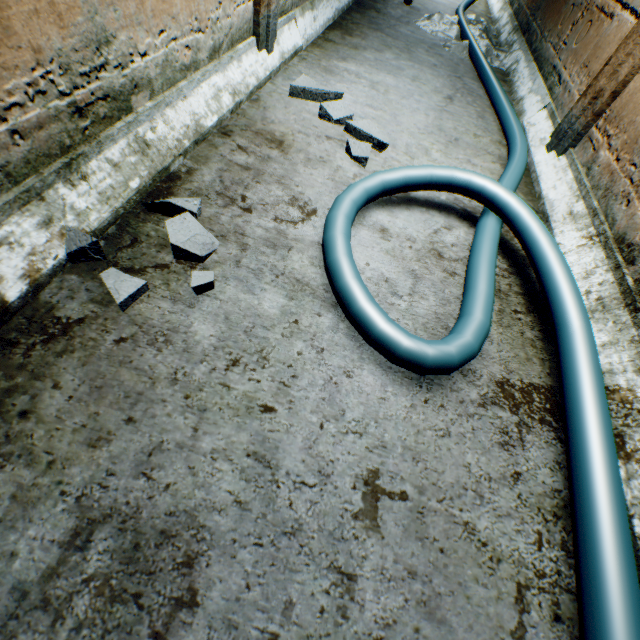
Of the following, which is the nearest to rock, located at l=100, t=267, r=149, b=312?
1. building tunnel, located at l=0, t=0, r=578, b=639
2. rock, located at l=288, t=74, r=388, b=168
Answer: building tunnel, located at l=0, t=0, r=578, b=639

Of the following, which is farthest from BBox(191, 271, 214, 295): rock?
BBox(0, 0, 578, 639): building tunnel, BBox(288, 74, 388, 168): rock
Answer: BBox(288, 74, 388, 168): rock

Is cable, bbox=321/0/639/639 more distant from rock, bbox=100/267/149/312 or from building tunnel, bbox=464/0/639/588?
rock, bbox=100/267/149/312

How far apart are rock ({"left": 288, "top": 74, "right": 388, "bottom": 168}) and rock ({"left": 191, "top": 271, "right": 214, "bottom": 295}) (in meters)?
0.95

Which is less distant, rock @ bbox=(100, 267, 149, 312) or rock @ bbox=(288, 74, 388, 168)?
rock @ bbox=(100, 267, 149, 312)

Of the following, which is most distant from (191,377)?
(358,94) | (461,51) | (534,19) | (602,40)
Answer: (534,19)

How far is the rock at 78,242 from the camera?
0.8 meters

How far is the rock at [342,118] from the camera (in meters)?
1.44
